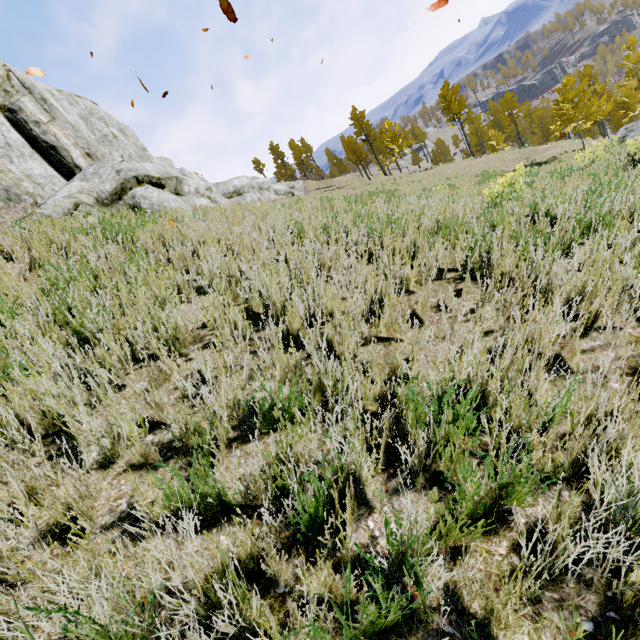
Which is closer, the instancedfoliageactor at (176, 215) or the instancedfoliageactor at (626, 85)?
the instancedfoliageactor at (176, 215)

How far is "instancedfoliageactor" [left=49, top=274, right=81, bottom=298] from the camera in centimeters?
344cm

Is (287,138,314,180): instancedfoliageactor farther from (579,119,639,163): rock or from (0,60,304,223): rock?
(579,119,639,163): rock

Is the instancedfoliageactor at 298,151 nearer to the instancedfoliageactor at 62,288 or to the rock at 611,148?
the instancedfoliageactor at 62,288

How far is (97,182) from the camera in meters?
7.4 m

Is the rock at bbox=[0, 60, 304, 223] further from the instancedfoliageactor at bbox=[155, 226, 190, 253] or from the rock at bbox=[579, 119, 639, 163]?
the rock at bbox=[579, 119, 639, 163]

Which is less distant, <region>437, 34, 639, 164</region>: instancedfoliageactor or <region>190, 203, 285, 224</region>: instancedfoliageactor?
<region>190, 203, 285, 224</region>: instancedfoliageactor
